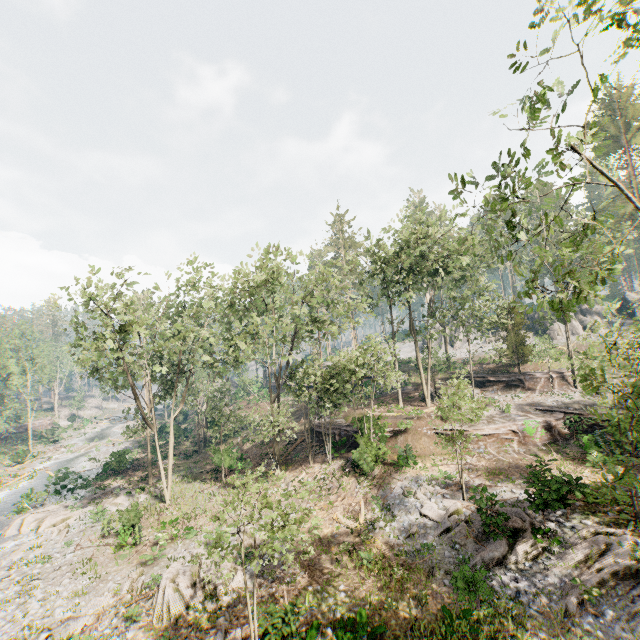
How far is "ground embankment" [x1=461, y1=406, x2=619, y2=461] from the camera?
22.3 meters

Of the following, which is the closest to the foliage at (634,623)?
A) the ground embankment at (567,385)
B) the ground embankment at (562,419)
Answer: the ground embankment at (567,385)

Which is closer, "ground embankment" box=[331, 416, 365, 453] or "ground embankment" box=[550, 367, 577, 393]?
"ground embankment" box=[331, 416, 365, 453]

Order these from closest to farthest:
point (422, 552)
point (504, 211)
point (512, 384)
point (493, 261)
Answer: point (504, 211) → point (422, 552) → point (512, 384) → point (493, 261)

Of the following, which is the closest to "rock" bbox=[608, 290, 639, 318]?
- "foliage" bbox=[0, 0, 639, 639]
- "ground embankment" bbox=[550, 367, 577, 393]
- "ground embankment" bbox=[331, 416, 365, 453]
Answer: "foliage" bbox=[0, 0, 639, 639]

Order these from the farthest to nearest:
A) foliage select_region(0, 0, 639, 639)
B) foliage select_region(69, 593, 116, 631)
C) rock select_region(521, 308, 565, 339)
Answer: rock select_region(521, 308, 565, 339) → foliage select_region(69, 593, 116, 631) → foliage select_region(0, 0, 639, 639)

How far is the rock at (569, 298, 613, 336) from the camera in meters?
46.2

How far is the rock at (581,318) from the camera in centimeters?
4619cm
